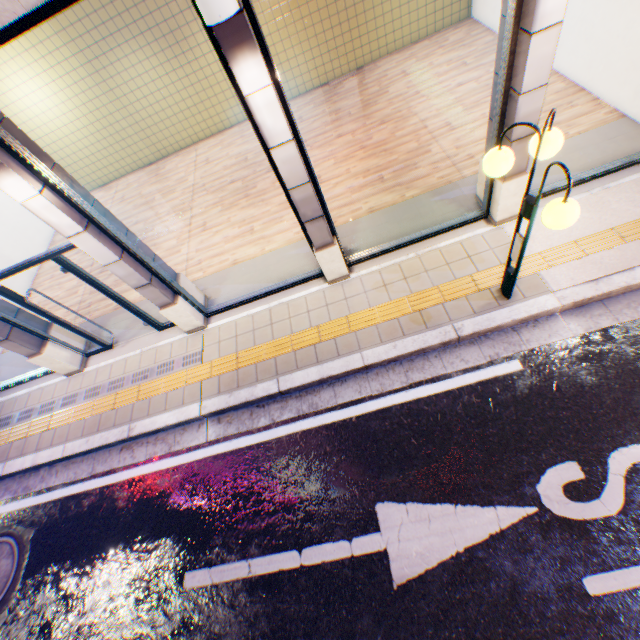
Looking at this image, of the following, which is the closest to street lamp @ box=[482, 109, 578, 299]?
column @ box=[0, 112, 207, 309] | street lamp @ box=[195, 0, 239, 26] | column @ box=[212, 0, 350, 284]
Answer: column @ box=[212, 0, 350, 284]

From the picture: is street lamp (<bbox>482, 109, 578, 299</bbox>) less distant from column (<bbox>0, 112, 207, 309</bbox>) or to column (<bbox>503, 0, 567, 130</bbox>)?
column (<bbox>503, 0, 567, 130</bbox>)

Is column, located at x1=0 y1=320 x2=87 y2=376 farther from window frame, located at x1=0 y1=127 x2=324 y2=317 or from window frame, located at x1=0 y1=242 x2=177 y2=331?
window frame, located at x1=0 y1=127 x2=324 y2=317

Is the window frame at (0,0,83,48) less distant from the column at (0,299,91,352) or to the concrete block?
the concrete block

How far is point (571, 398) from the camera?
3.9 meters

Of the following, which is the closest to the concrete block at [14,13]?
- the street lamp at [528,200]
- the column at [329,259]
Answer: the column at [329,259]

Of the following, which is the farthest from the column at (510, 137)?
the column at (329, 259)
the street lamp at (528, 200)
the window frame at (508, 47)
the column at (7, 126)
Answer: the column at (7, 126)

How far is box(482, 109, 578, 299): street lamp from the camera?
2.79m
